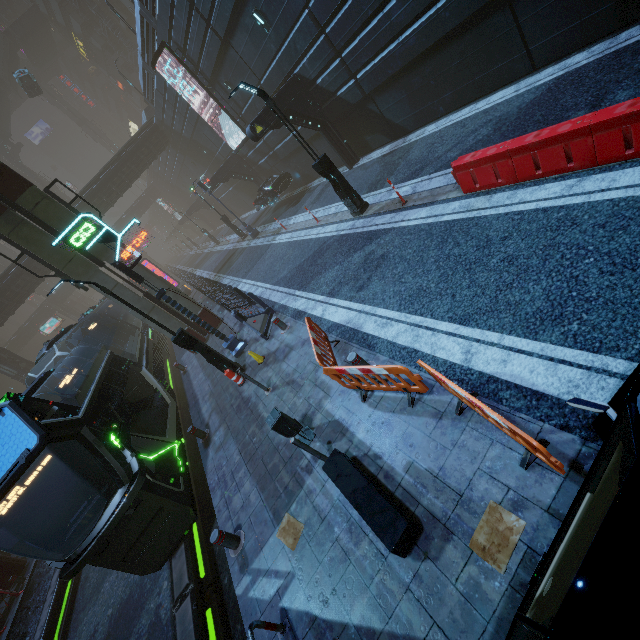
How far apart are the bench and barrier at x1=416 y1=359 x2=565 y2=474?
1.46m

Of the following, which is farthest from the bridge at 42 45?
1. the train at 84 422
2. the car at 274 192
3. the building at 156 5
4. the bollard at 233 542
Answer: the bollard at 233 542

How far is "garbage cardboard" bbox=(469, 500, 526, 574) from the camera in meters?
3.4

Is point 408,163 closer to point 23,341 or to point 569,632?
point 569,632

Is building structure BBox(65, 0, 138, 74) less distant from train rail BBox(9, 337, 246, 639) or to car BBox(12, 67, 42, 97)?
car BBox(12, 67, 42, 97)

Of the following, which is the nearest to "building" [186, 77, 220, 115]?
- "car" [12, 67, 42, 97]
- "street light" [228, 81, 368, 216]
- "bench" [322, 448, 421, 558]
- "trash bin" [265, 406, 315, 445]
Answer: "bench" [322, 448, 421, 558]

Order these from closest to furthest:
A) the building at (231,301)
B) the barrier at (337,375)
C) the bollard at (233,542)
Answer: the barrier at (337,375) → the bollard at (233,542) → the building at (231,301)

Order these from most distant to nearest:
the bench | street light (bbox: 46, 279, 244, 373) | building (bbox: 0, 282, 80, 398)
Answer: building (bbox: 0, 282, 80, 398)
street light (bbox: 46, 279, 244, 373)
the bench
